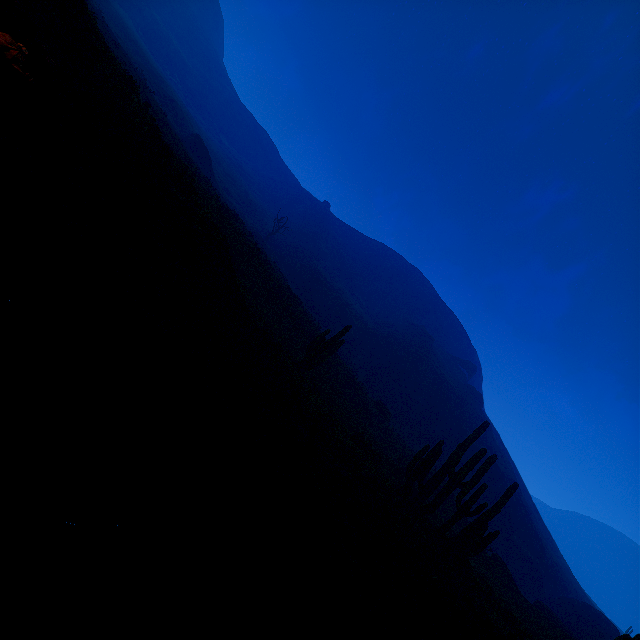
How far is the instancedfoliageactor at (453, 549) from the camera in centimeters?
1217cm

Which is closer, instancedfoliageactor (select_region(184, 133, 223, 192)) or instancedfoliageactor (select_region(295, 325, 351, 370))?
instancedfoliageactor (select_region(295, 325, 351, 370))

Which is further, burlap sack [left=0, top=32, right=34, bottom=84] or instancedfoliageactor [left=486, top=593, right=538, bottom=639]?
instancedfoliageactor [left=486, top=593, right=538, bottom=639]

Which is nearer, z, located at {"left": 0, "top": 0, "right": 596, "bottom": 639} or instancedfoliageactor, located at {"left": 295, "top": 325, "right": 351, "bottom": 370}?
z, located at {"left": 0, "top": 0, "right": 596, "bottom": 639}

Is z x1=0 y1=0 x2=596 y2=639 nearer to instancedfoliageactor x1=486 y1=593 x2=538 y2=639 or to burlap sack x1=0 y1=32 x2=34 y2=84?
instancedfoliageactor x1=486 y1=593 x2=538 y2=639

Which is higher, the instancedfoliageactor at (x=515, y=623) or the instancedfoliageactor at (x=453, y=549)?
the instancedfoliageactor at (x=453, y=549)

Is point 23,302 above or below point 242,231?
below

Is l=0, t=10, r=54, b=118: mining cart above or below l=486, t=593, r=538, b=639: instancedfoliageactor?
above
